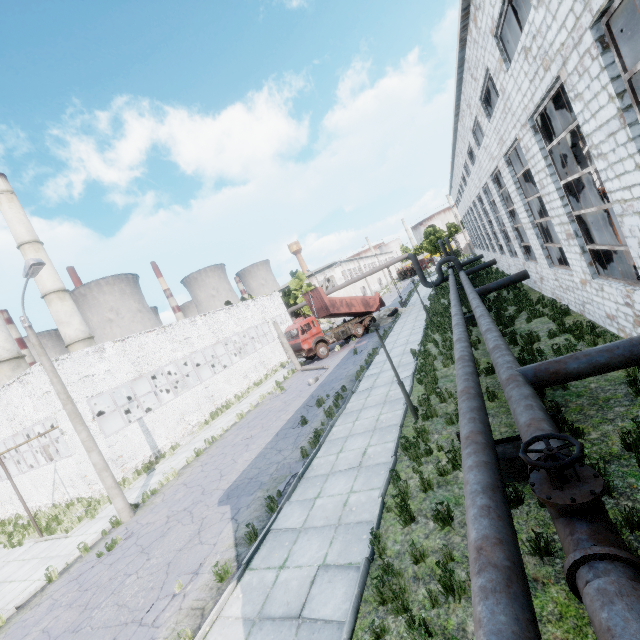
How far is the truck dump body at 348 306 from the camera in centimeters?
2828cm

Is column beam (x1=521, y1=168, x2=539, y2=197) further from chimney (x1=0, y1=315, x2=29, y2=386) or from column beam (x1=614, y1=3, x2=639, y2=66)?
chimney (x1=0, y1=315, x2=29, y2=386)

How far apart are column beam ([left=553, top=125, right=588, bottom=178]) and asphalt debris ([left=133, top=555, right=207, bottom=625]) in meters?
13.9

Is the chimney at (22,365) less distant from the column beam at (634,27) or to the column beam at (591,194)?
the column beam at (591,194)

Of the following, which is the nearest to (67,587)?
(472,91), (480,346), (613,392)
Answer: (613,392)

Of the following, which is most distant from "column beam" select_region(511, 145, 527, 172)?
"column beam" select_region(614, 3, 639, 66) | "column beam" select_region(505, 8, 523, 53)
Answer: "column beam" select_region(614, 3, 639, 66)

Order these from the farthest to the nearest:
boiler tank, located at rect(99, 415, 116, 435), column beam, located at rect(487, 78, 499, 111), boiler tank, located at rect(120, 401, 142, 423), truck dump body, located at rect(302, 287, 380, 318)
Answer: truck dump body, located at rect(302, 287, 380, 318), boiler tank, located at rect(120, 401, 142, 423), boiler tank, located at rect(99, 415, 116, 435), column beam, located at rect(487, 78, 499, 111)
